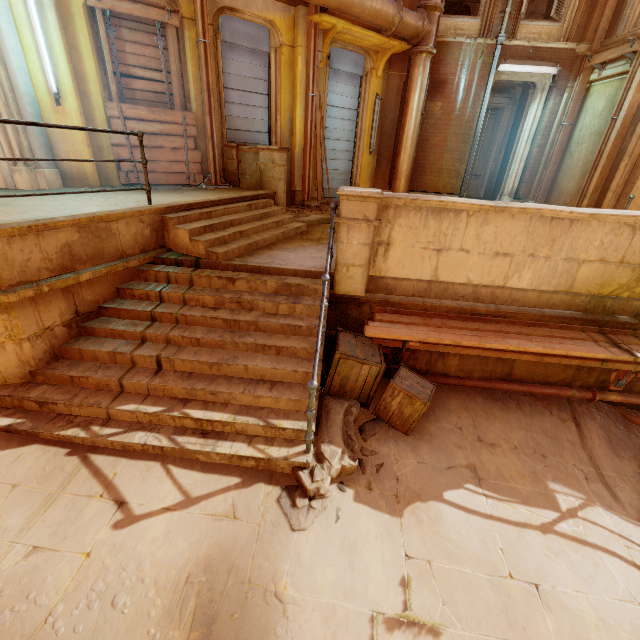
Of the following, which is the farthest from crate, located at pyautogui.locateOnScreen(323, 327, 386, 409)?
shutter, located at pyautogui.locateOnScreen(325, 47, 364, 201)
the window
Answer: the window

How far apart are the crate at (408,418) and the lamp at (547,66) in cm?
952

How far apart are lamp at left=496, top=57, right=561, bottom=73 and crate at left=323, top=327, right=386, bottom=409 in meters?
9.5 m

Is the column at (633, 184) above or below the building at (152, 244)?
above

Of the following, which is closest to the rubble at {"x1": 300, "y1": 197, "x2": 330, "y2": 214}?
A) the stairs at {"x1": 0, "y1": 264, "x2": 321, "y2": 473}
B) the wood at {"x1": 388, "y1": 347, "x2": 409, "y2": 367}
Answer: the stairs at {"x1": 0, "y1": 264, "x2": 321, "y2": 473}

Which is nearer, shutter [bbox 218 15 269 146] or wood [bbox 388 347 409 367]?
wood [bbox 388 347 409 367]

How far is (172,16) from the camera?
6.2m

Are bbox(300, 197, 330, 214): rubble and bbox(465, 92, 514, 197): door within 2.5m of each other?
no
